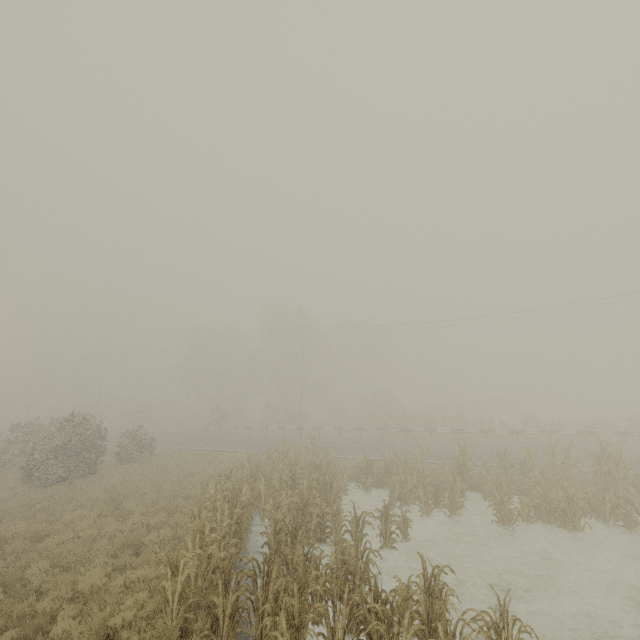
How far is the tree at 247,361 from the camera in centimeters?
3684cm

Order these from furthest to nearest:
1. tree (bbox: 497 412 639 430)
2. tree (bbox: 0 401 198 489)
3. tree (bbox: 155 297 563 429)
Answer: tree (bbox: 155 297 563 429) → tree (bbox: 497 412 639 430) → tree (bbox: 0 401 198 489)

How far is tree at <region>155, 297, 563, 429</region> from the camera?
36.84m

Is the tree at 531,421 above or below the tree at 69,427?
below

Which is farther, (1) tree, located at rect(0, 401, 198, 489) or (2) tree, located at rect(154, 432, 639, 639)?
(1) tree, located at rect(0, 401, 198, 489)

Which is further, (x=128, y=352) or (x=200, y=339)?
(x=128, y=352)
